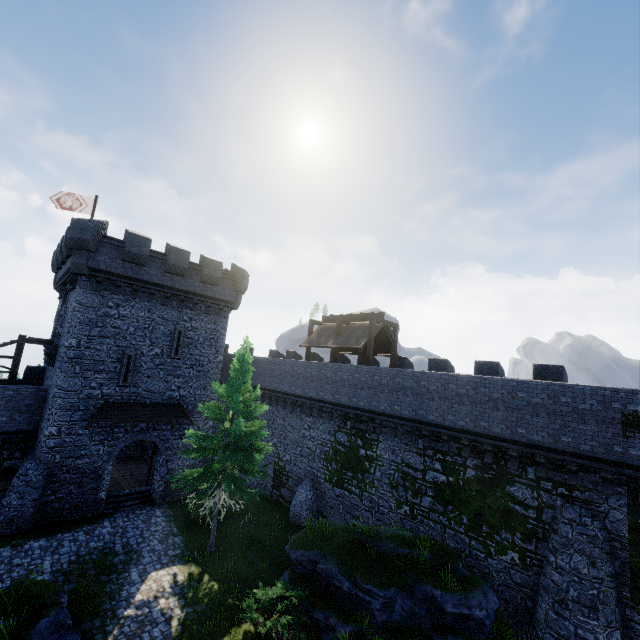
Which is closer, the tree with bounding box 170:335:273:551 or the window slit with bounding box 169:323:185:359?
the tree with bounding box 170:335:273:551

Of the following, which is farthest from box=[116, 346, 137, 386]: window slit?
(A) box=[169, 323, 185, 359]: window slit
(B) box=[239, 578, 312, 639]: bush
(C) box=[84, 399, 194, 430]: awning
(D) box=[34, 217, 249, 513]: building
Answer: (B) box=[239, 578, 312, 639]: bush

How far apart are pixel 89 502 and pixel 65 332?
10.05m

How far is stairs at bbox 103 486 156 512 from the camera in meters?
19.7

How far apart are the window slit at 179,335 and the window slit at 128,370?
1.9m

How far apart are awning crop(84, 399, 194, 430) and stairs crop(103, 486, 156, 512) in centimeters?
440cm

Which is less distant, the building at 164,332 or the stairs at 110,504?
the building at 164,332

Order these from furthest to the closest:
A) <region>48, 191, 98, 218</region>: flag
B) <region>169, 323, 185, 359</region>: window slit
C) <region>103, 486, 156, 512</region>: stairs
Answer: <region>48, 191, 98, 218</region>: flag
<region>169, 323, 185, 359</region>: window slit
<region>103, 486, 156, 512</region>: stairs
